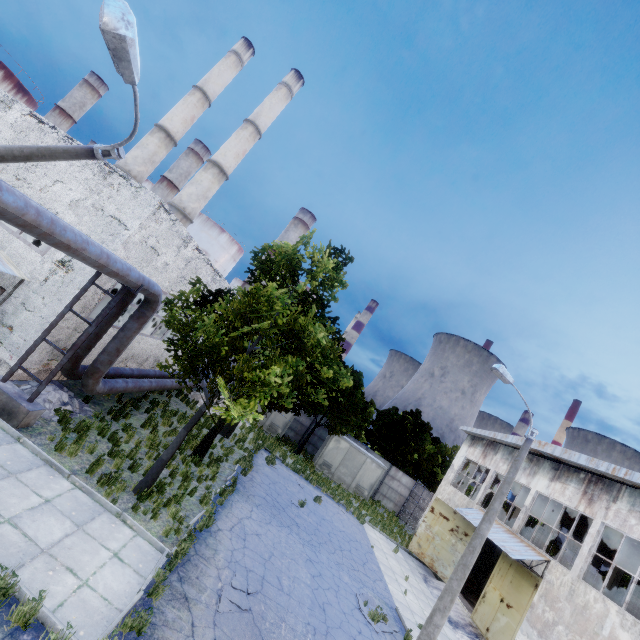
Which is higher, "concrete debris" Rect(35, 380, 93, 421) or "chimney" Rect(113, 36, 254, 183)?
"chimney" Rect(113, 36, 254, 183)

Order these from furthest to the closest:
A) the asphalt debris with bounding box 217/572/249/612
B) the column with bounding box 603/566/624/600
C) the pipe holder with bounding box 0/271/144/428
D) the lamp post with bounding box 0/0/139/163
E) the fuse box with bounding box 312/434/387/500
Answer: the fuse box with bounding box 312/434/387/500 < the column with bounding box 603/566/624/600 < the pipe holder with bounding box 0/271/144/428 < the asphalt debris with bounding box 217/572/249/612 < the lamp post with bounding box 0/0/139/163

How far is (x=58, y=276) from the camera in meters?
11.1 m

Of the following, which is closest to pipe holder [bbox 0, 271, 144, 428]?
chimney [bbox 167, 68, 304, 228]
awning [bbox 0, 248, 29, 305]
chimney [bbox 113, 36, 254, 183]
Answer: awning [bbox 0, 248, 29, 305]

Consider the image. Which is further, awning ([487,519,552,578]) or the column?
the column

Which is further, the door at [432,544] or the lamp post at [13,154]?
the door at [432,544]

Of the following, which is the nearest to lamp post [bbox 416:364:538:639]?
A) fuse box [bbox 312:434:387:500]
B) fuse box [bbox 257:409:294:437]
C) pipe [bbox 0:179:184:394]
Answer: pipe [bbox 0:179:184:394]

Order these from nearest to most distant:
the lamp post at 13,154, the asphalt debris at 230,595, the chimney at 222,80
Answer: the lamp post at 13,154 → the asphalt debris at 230,595 → the chimney at 222,80
